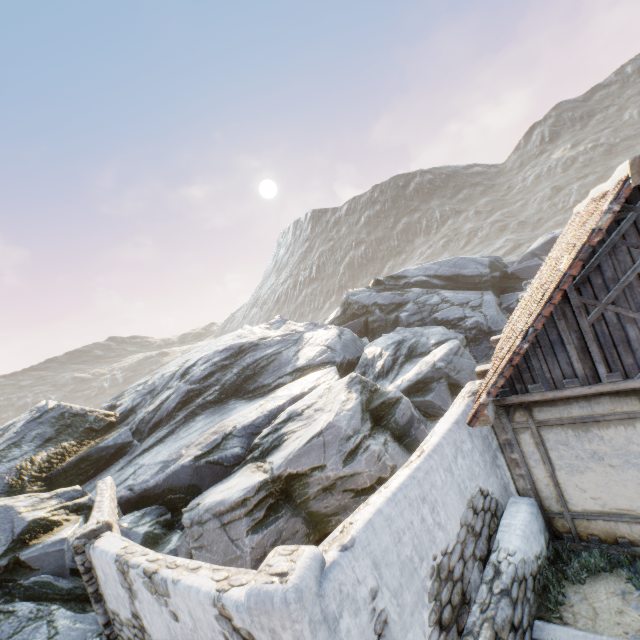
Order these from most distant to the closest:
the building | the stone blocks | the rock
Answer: the rock, the building, the stone blocks

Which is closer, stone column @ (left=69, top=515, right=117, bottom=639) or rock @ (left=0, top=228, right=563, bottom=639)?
stone column @ (left=69, top=515, right=117, bottom=639)

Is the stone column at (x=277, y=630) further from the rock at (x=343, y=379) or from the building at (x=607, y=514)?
the building at (x=607, y=514)

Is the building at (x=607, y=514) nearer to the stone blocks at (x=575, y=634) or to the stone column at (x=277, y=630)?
the stone blocks at (x=575, y=634)

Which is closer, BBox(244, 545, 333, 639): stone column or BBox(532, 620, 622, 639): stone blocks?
BBox(244, 545, 333, 639): stone column

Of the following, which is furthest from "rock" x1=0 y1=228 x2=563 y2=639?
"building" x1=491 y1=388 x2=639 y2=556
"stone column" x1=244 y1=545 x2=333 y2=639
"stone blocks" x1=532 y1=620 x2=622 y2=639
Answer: "stone column" x1=244 y1=545 x2=333 y2=639

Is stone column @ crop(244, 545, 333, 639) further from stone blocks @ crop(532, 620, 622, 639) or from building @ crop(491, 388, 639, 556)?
building @ crop(491, 388, 639, 556)

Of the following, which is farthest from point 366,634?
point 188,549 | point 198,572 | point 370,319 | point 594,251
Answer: point 370,319
